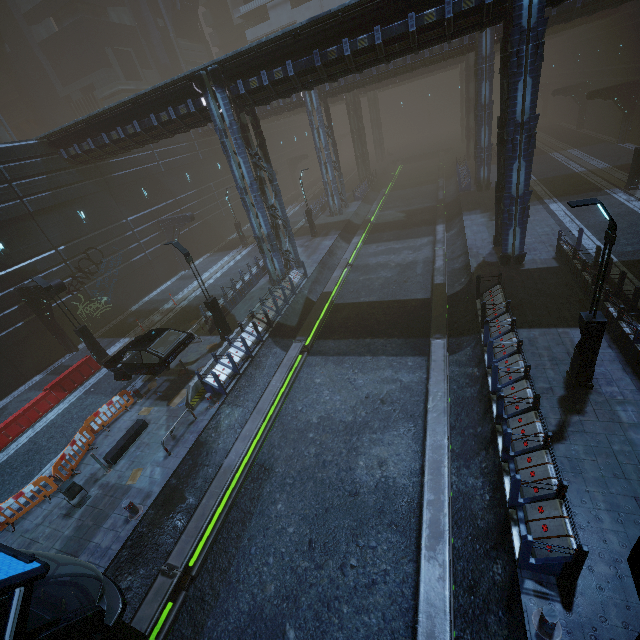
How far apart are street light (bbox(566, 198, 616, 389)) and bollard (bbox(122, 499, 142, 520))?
13.7m

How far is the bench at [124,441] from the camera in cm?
1173

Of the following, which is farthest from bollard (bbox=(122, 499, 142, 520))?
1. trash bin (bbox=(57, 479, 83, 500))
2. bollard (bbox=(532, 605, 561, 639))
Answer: bollard (bbox=(532, 605, 561, 639))

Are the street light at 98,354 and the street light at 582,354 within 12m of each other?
no

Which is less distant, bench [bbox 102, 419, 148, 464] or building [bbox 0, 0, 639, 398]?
bench [bbox 102, 419, 148, 464]

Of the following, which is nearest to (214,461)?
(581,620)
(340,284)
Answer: (581,620)

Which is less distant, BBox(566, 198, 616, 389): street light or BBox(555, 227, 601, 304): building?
BBox(566, 198, 616, 389): street light

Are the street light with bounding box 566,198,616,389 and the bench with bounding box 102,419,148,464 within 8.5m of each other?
no
